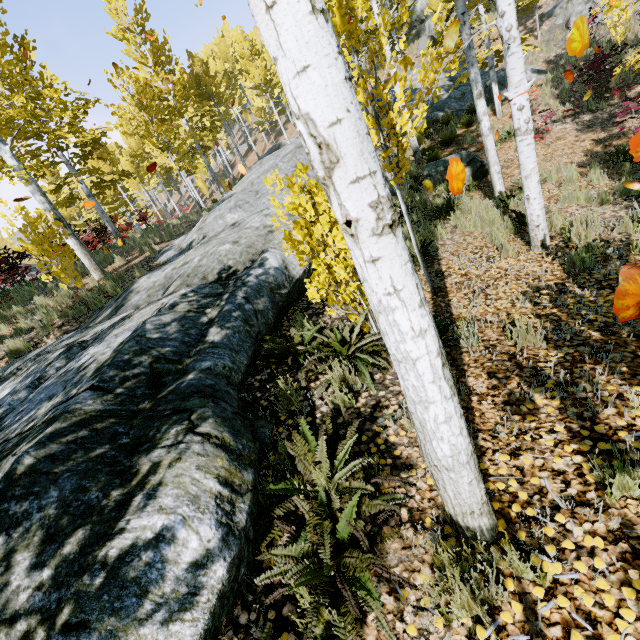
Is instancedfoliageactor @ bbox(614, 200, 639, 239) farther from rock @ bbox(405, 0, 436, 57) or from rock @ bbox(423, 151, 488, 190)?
rock @ bbox(405, 0, 436, 57)

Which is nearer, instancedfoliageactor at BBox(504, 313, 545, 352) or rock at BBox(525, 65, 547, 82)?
instancedfoliageactor at BBox(504, 313, 545, 352)

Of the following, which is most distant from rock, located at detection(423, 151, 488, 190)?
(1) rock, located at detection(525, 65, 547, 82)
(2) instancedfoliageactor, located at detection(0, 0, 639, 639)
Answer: (1) rock, located at detection(525, 65, 547, 82)

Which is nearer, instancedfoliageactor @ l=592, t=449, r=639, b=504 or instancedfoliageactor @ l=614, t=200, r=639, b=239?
instancedfoliageactor @ l=592, t=449, r=639, b=504

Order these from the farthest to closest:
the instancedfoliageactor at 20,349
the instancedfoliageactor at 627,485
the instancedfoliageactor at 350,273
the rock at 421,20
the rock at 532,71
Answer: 1. the rock at 421,20
2. the rock at 532,71
3. the instancedfoliageactor at 20,349
4. the instancedfoliageactor at 627,485
5. the instancedfoliageactor at 350,273

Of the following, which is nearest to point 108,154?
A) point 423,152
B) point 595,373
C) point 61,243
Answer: point 61,243

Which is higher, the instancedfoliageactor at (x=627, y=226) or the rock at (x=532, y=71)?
the rock at (x=532, y=71)
